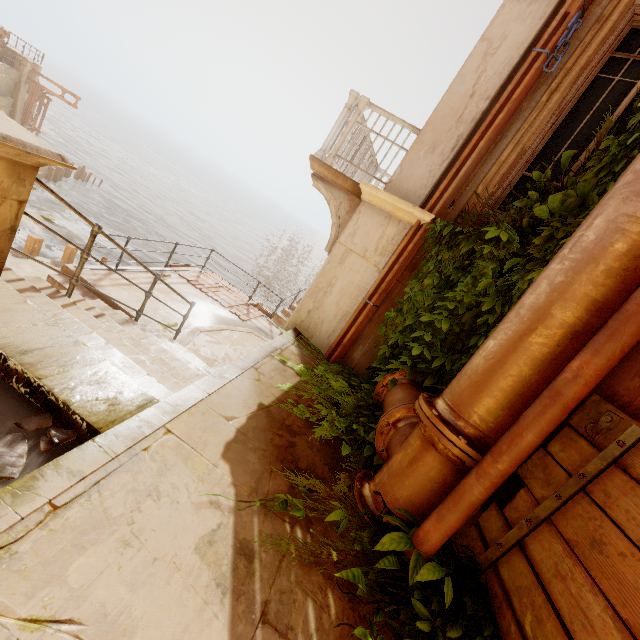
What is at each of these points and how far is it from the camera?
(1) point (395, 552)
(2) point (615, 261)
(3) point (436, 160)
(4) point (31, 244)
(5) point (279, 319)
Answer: (1) plant, 2.1m
(2) pipe, 1.8m
(3) column, 4.5m
(4) beam, 14.4m
(5) stairs, 12.2m

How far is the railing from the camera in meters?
4.8

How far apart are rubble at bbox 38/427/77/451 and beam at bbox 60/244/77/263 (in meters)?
18.40

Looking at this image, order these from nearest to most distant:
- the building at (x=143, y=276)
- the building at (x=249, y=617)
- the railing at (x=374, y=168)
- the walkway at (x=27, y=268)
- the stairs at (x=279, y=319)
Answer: the building at (x=249, y=617)
the railing at (x=374, y=168)
the building at (x=143, y=276)
the stairs at (x=279, y=319)
the walkway at (x=27, y=268)

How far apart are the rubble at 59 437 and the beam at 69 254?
18.40m

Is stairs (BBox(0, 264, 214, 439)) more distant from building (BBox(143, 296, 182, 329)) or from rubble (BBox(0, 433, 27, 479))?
building (BBox(143, 296, 182, 329))

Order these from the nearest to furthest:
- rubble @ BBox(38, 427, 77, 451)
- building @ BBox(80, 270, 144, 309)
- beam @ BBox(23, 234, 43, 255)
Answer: rubble @ BBox(38, 427, 77, 451)
building @ BBox(80, 270, 144, 309)
beam @ BBox(23, 234, 43, 255)

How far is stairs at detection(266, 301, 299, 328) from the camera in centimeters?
1191cm
